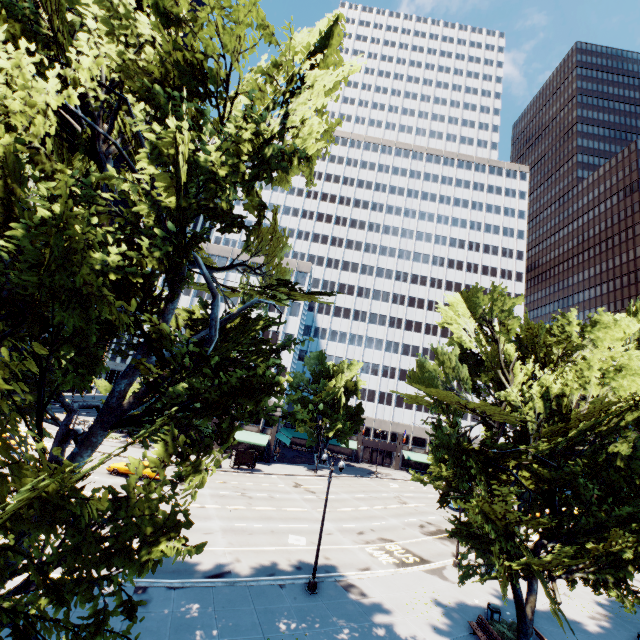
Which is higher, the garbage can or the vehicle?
the garbage can

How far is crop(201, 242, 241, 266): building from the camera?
55.2 meters

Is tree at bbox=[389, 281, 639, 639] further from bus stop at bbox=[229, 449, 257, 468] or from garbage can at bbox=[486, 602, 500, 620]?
bus stop at bbox=[229, 449, 257, 468]

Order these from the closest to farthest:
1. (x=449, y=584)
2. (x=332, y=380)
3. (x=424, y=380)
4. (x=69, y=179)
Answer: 1. (x=69, y=179)
2. (x=424, y=380)
3. (x=449, y=584)
4. (x=332, y=380)

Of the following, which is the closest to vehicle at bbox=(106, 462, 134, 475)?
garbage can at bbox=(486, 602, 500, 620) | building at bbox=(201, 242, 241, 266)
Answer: building at bbox=(201, 242, 241, 266)

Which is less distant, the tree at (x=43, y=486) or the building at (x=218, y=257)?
the tree at (x=43, y=486)

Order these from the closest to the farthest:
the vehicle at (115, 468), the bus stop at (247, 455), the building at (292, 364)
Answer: the vehicle at (115, 468)
the bus stop at (247, 455)
the building at (292, 364)

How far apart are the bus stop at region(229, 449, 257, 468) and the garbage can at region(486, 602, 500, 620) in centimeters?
2934cm
